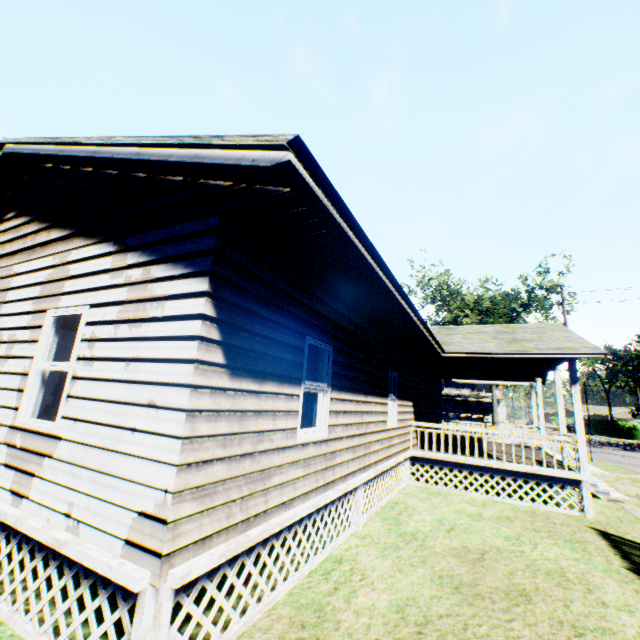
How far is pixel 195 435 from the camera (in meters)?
3.06

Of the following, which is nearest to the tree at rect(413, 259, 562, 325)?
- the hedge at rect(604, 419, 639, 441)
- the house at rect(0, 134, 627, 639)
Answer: the house at rect(0, 134, 627, 639)

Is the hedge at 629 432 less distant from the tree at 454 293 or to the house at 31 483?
the tree at 454 293

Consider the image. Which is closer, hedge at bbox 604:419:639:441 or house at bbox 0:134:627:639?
house at bbox 0:134:627:639

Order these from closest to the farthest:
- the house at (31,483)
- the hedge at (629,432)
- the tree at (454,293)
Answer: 1. the house at (31,483)
2. the tree at (454,293)
3. the hedge at (629,432)

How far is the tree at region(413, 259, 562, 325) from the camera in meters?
35.8 m

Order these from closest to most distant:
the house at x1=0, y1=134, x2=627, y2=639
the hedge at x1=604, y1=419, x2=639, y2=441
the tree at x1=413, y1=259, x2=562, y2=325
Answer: the house at x1=0, y1=134, x2=627, y2=639 → the tree at x1=413, y1=259, x2=562, y2=325 → the hedge at x1=604, y1=419, x2=639, y2=441

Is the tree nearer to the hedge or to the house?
the house
